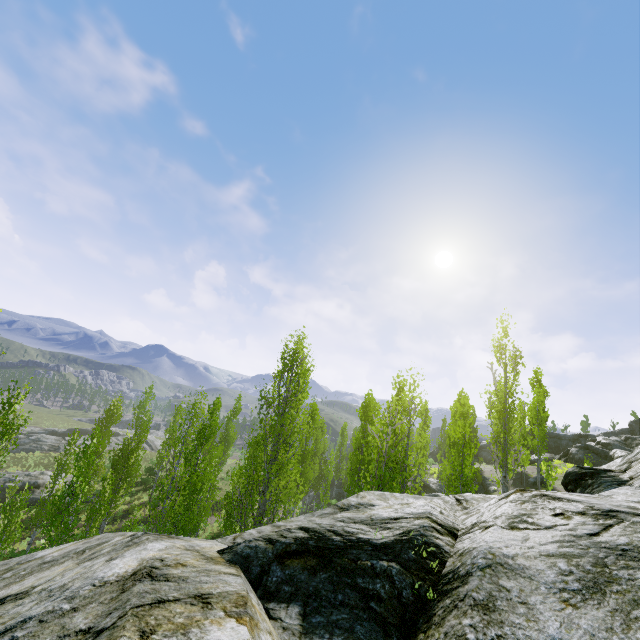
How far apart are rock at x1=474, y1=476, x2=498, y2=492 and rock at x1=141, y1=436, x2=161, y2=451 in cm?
4933

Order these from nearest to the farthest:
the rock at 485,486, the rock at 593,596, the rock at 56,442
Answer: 1. the rock at 593,596
2. the rock at 485,486
3. the rock at 56,442

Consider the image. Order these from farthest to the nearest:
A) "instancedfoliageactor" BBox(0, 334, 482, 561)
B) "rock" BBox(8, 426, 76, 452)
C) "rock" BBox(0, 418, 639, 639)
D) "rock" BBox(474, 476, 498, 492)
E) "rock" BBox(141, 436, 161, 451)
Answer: "rock" BBox(141, 436, 161, 451) → "rock" BBox(8, 426, 76, 452) → "rock" BBox(474, 476, 498, 492) → "instancedfoliageactor" BBox(0, 334, 482, 561) → "rock" BBox(0, 418, 639, 639)

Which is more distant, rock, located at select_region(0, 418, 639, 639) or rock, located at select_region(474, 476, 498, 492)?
rock, located at select_region(474, 476, 498, 492)

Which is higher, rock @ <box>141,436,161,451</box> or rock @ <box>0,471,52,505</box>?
rock @ <box>141,436,161,451</box>

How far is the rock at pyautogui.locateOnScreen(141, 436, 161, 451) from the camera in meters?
54.4 m

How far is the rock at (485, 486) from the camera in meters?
29.0 m

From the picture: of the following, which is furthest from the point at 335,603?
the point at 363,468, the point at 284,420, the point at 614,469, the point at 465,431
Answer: the point at 465,431
